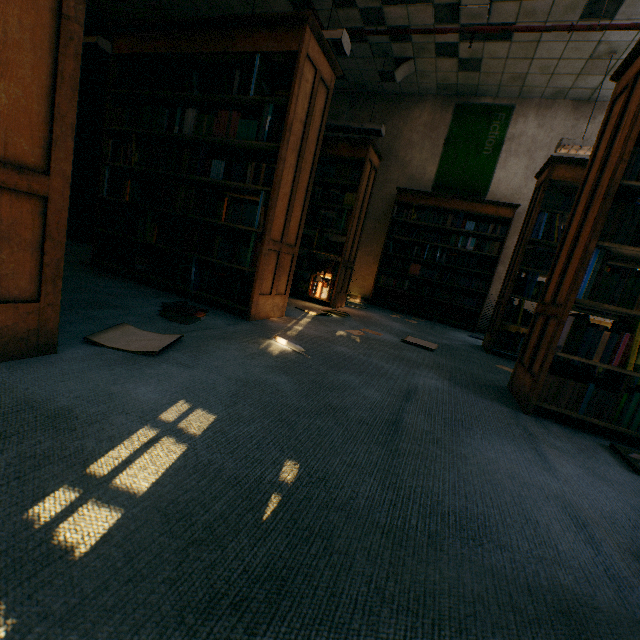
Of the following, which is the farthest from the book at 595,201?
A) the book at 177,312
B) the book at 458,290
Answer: the book at 458,290

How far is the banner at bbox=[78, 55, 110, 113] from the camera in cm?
628

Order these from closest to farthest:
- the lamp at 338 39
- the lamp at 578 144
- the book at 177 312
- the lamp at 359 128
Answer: the book at 177 312 < the lamp at 338 39 < the lamp at 578 144 < the lamp at 359 128

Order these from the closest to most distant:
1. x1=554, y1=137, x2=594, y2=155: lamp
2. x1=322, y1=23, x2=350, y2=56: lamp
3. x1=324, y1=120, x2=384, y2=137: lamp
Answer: x1=322, y1=23, x2=350, y2=56: lamp → x1=554, y1=137, x2=594, y2=155: lamp → x1=324, y1=120, x2=384, y2=137: lamp

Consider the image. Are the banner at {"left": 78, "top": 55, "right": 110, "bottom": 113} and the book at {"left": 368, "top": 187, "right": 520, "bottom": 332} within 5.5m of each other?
no

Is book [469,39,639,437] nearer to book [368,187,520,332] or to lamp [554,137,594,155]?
lamp [554,137,594,155]

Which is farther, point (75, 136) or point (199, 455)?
point (75, 136)

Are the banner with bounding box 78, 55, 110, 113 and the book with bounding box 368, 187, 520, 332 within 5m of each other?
no
